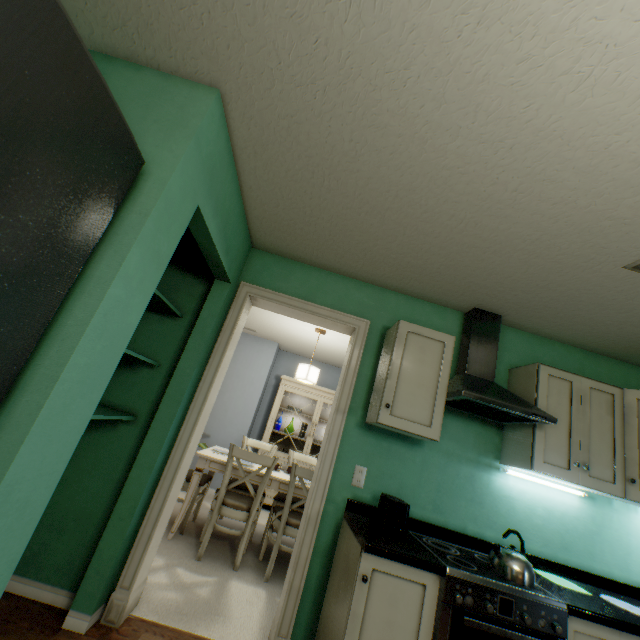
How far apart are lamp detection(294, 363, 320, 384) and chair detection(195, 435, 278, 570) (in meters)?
1.03

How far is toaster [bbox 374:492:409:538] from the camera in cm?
174

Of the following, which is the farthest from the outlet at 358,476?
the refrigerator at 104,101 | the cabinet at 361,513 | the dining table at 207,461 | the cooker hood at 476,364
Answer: the refrigerator at 104,101

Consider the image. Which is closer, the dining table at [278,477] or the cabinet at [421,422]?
the cabinet at [421,422]

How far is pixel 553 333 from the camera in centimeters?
249cm

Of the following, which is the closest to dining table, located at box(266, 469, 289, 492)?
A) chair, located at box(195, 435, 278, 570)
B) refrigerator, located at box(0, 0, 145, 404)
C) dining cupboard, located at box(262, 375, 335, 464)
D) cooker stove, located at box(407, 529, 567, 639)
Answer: chair, located at box(195, 435, 278, 570)

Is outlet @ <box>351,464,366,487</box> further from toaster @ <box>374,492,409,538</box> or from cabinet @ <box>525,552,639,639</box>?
cabinet @ <box>525,552,639,639</box>

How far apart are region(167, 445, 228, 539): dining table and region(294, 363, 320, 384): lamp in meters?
1.0 m
